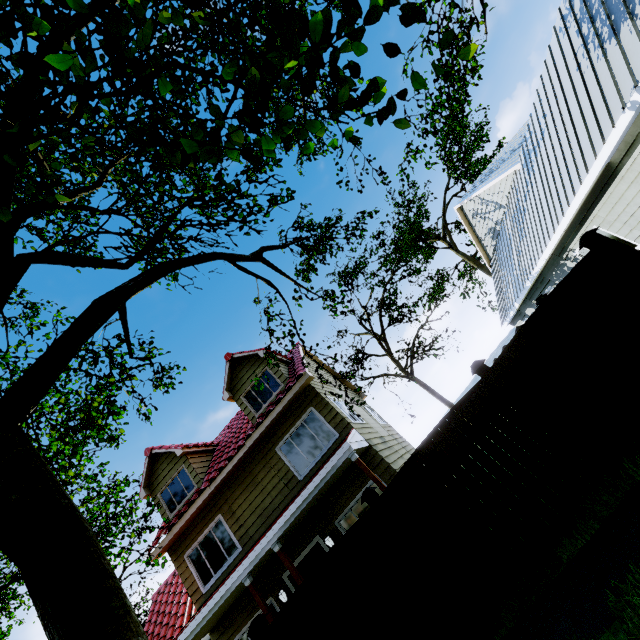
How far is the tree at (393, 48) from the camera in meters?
2.7

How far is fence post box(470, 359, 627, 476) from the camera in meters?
4.4 m

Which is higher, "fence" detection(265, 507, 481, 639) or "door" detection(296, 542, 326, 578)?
"door" detection(296, 542, 326, 578)

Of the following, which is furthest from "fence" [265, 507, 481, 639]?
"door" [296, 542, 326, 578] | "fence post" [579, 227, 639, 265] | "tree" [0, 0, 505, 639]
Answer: "door" [296, 542, 326, 578]

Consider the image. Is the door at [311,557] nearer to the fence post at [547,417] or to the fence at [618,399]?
the fence at [618,399]

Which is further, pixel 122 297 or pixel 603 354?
pixel 122 297

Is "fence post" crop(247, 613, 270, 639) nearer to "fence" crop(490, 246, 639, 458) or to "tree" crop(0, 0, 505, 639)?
"fence" crop(490, 246, 639, 458)
